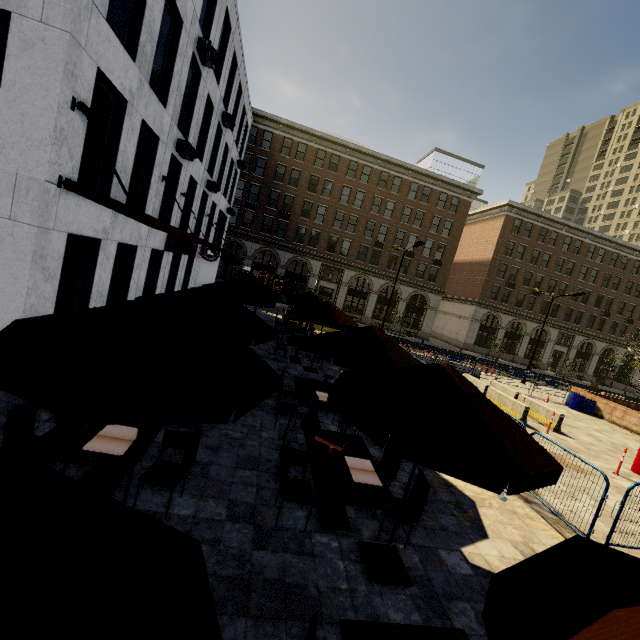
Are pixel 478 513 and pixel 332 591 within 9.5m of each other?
yes

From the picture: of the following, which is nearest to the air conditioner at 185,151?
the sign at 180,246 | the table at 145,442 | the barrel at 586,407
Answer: the sign at 180,246

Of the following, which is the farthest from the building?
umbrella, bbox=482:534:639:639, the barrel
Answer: umbrella, bbox=482:534:639:639

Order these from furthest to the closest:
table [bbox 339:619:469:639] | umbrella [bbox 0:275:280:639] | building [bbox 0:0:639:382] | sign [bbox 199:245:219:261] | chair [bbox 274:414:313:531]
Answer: sign [bbox 199:245:219:261]
building [bbox 0:0:639:382]
chair [bbox 274:414:313:531]
table [bbox 339:619:469:639]
umbrella [bbox 0:275:280:639]

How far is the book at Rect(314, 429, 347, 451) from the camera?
5.6 meters

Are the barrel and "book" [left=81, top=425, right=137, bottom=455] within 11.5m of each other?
no

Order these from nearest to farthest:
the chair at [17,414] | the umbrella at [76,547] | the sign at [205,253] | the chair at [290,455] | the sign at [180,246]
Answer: the umbrella at [76,547], the chair at [17,414], the chair at [290,455], the sign at [180,246], the sign at [205,253]

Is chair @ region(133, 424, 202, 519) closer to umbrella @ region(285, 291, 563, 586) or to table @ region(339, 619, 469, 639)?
umbrella @ region(285, 291, 563, 586)
